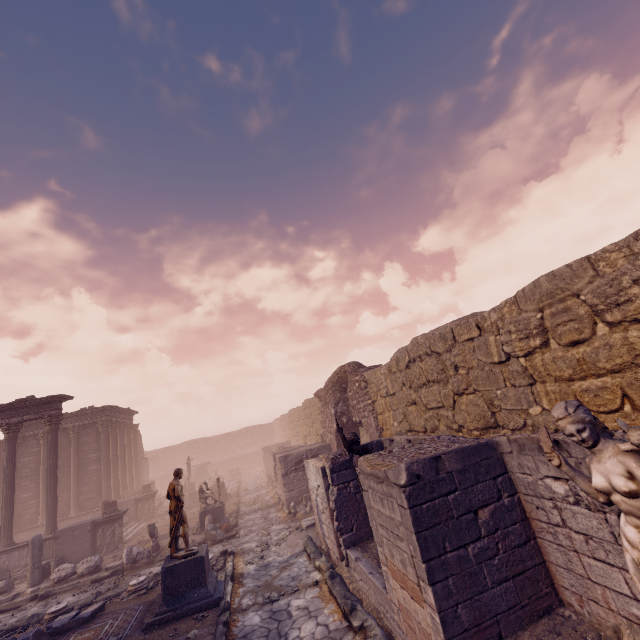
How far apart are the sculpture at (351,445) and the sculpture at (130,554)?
10.4 meters

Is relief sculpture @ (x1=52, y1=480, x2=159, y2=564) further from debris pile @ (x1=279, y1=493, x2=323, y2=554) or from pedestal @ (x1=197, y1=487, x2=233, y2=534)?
debris pile @ (x1=279, y1=493, x2=323, y2=554)

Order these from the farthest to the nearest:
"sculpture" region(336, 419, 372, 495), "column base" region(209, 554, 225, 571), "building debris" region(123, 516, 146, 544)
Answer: "building debris" region(123, 516, 146, 544)
"column base" region(209, 554, 225, 571)
"sculpture" region(336, 419, 372, 495)

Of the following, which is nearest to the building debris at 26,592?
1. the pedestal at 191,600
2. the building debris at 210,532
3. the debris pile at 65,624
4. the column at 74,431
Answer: the building debris at 210,532

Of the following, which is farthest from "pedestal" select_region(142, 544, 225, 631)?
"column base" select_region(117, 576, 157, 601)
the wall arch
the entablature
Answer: the entablature

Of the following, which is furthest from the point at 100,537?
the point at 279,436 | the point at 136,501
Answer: the point at 279,436

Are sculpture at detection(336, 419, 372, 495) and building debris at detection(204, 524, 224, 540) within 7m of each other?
no

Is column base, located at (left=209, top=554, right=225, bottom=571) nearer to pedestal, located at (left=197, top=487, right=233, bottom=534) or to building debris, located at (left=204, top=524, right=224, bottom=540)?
building debris, located at (left=204, top=524, right=224, bottom=540)
